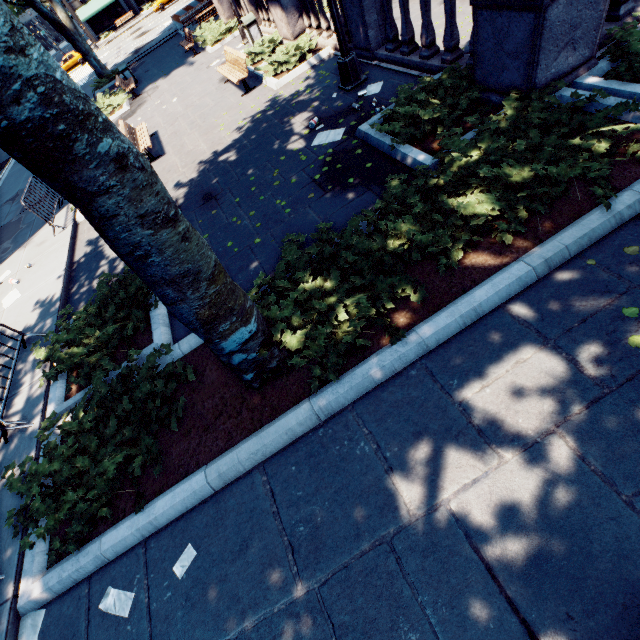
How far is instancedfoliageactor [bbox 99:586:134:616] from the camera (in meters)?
3.32

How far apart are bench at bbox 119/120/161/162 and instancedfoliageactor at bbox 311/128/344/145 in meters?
6.1 m

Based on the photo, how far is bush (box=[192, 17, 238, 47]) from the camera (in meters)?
16.34

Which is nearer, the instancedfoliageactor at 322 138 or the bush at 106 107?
the instancedfoliageactor at 322 138

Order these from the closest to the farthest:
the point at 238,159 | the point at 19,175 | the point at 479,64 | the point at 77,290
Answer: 1. the point at 479,64
2. the point at 77,290
3. the point at 238,159
4. the point at 19,175

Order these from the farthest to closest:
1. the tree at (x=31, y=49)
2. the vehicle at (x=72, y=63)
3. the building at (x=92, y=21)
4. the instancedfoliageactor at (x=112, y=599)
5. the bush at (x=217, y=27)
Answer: the building at (x=92, y=21)
the vehicle at (x=72, y=63)
the bush at (x=217, y=27)
the instancedfoliageactor at (x=112, y=599)
the tree at (x=31, y=49)

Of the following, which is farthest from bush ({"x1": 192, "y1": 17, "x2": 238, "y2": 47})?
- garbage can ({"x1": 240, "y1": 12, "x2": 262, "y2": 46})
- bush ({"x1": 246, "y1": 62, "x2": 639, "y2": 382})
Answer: bush ({"x1": 246, "y1": 62, "x2": 639, "y2": 382})

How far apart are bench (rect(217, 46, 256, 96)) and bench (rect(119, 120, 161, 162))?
3.3m
